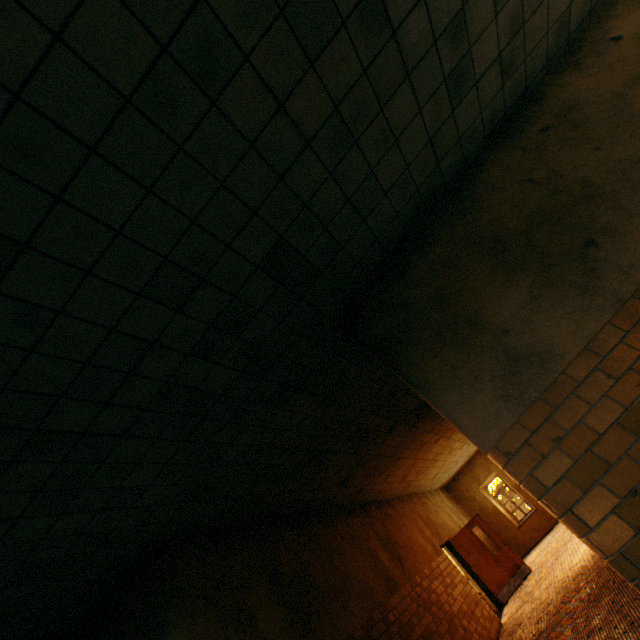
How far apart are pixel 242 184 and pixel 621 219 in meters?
3.1 m

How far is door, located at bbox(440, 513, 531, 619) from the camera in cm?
1039

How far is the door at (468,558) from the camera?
10.4m
